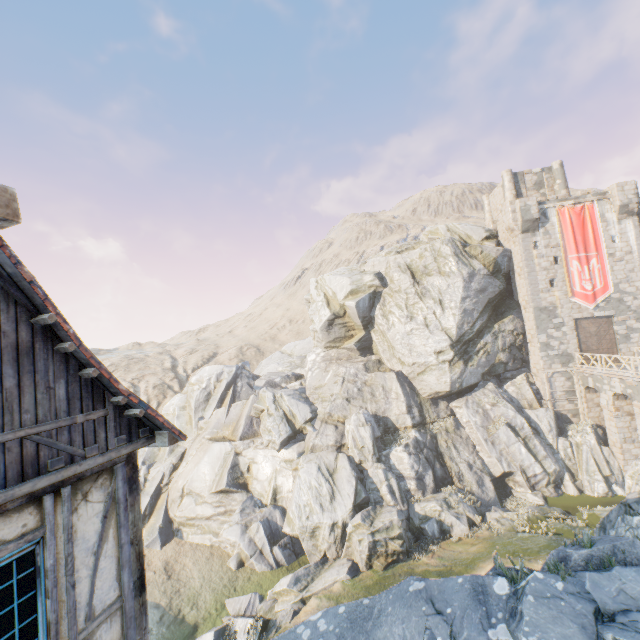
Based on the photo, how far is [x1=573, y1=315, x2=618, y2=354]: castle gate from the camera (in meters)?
26.42

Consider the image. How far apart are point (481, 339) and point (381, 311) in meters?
9.2 m

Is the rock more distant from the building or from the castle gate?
the castle gate

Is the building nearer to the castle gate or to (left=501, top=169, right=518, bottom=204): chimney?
the castle gate

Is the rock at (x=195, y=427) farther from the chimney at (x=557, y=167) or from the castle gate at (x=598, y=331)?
the chimney at (x=557, y=167)

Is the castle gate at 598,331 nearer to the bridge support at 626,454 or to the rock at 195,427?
the bridge support at 626,454

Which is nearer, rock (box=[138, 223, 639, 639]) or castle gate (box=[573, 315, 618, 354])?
rock (box=[138, 223, 639, 639])

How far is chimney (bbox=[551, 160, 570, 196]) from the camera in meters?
31.8 m
